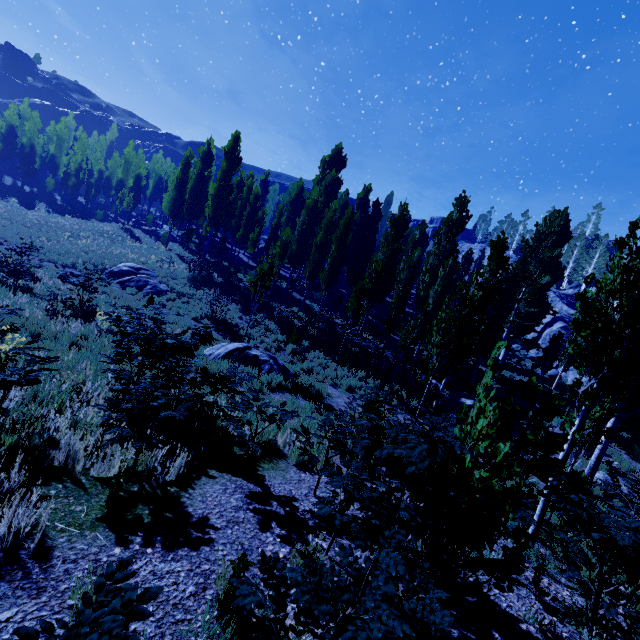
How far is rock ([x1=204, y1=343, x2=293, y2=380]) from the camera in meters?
12.6 m

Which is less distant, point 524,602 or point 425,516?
point 425,516

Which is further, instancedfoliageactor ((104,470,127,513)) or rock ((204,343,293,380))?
rock ((204,343,293,380))

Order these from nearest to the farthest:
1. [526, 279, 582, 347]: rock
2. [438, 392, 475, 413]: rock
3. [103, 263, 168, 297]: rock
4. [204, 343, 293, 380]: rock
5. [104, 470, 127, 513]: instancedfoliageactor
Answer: [104, 470, 127, 513]: instancedfoliageactor
[204, 343, 293, 380]: rock
[438, 392, 475, 413]: rock
[103, 263, 168, 297]: rock
[526, 279, 582, 347]: rock

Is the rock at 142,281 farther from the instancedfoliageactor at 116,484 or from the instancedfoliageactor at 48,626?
the instancedfoliageactor at 48,626

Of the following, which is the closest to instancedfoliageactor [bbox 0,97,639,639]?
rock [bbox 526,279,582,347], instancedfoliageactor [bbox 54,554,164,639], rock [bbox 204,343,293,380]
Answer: rock [bbox 526,279,582,347]

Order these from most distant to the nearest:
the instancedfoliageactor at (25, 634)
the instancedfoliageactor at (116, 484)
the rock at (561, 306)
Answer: the rock at (561, 306) < the instancedfoliageactor at (116, 484) < the instancedfoliageactor at (25, 634)

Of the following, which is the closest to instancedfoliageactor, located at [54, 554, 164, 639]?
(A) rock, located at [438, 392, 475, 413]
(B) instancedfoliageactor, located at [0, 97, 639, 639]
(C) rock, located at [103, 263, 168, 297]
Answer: (B) instancedfoliageactor, located at [0, 97, 639, 639]
